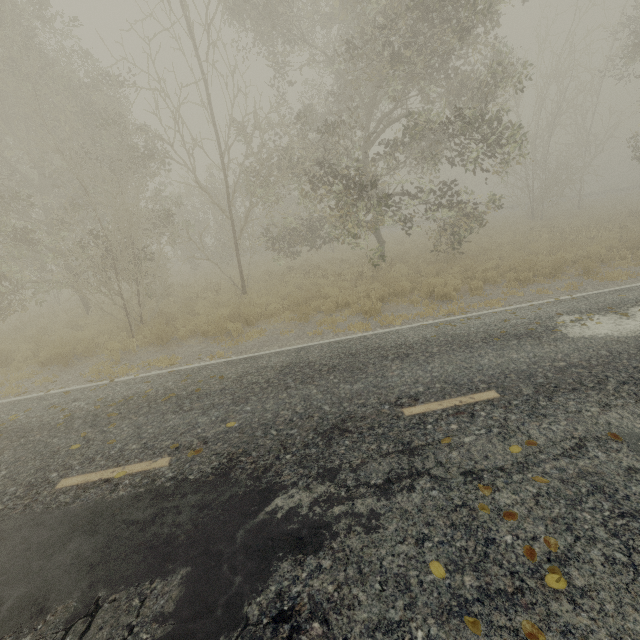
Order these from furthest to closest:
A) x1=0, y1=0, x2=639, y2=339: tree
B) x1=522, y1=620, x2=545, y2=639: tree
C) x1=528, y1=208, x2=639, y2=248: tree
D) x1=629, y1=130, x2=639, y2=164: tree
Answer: x1=629, y1=130, x2=639, y2=164: tree, x1=528, y1=208, x2=639, y2=248: tree, x1=0, y1=0, x2=639, y2=339: tree, x1=522, y1=620, x2=545, y2=639: tree

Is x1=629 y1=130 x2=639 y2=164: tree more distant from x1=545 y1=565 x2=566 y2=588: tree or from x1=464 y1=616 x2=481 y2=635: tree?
x1=545 y1=565 x2=566 y2=588: tree

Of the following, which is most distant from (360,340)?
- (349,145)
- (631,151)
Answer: (631,151)

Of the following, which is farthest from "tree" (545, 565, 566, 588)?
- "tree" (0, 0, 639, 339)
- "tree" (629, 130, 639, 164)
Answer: "tree" (629, 130, 639, 164)

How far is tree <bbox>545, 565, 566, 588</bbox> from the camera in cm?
256

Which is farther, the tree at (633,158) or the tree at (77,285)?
the tree at (633,158)

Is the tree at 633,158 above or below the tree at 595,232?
above
